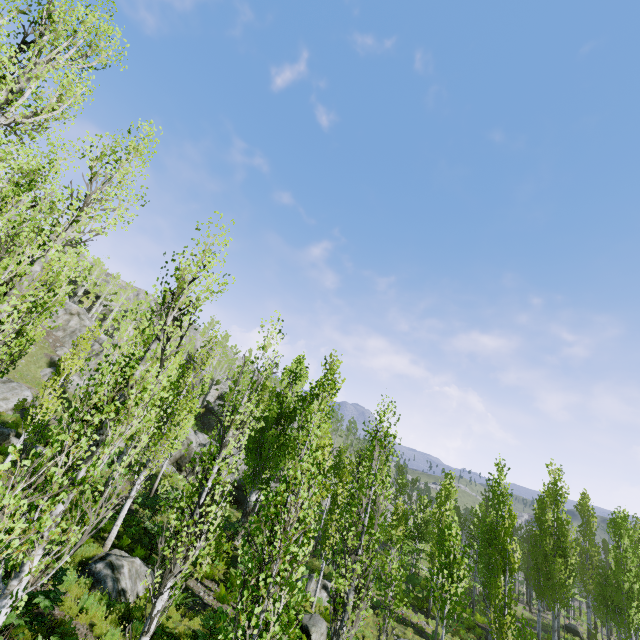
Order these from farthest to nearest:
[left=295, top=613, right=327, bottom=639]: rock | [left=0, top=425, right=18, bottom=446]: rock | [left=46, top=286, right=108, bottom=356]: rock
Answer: [left=46, top=286, right=108, bottom=356]: rock → [left=0, top=425, right=18, bottom=446]: rock → [left=295, top=613, right=327, bottom=639]: rock

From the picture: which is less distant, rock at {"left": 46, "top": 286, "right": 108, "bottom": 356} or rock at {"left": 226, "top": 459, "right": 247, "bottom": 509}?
rock at {"left": 226, "top": 459, "right": 247, "bottom": 509}

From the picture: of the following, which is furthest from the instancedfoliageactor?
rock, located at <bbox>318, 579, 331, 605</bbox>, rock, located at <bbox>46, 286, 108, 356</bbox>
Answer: rock, located at <bbox>318, 579, 331, 605</bbox>

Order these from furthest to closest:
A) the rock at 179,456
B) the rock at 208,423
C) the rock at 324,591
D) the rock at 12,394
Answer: the rock at 208,423, the rock at 179,456, the rock at 12,394, the rock at 324,591

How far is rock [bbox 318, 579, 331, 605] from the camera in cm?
1905

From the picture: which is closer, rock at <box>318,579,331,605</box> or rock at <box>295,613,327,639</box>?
rock at <box>295,613,327,639</box>

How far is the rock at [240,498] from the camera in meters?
30.0

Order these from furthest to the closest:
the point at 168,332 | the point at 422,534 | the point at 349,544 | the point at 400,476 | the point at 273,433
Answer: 1. the point at 168,332
2. the point at 400,476
3. the point at 422,534
4. the point at 273,433
5. the point at 349,544
